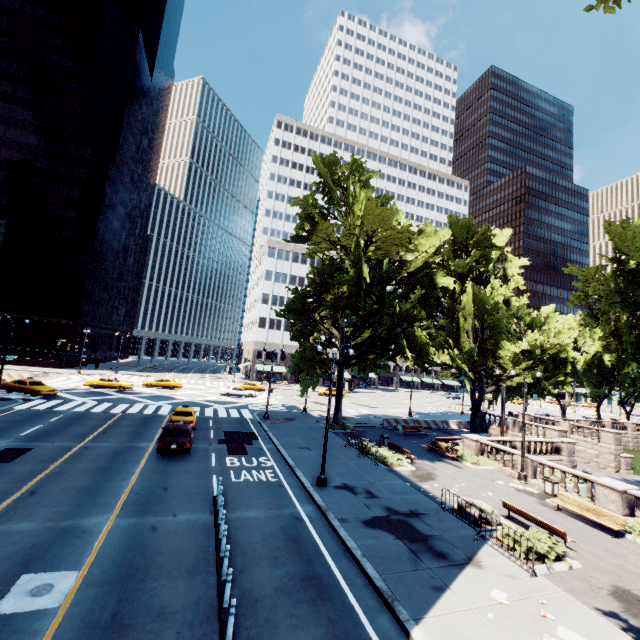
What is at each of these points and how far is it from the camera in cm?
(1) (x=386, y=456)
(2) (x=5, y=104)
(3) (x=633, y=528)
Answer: (1) bush, 2153
(2) building, 5578
(3) bush, 1488

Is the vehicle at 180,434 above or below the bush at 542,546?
above

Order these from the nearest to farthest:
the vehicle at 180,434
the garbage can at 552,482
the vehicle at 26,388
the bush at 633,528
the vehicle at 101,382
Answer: the bush at 633,528, the vehicle at 180,434, the garbage can at 552,482, the vehicle at 26,388, the vehicle at 101,382

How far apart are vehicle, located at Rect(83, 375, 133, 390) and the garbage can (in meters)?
43.47

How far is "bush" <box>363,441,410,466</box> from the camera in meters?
21.4 m

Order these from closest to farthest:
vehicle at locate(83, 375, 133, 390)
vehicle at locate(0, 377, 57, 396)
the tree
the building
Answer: the tree, vehicle at locate(0, 377, 57, 396), vehicle at locate(83, 375, 133, 390), the building

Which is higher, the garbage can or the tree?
the tree

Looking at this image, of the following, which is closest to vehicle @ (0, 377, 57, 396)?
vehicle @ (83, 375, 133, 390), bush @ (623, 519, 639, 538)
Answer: vehicle @ (83, 375, 133, 390)
